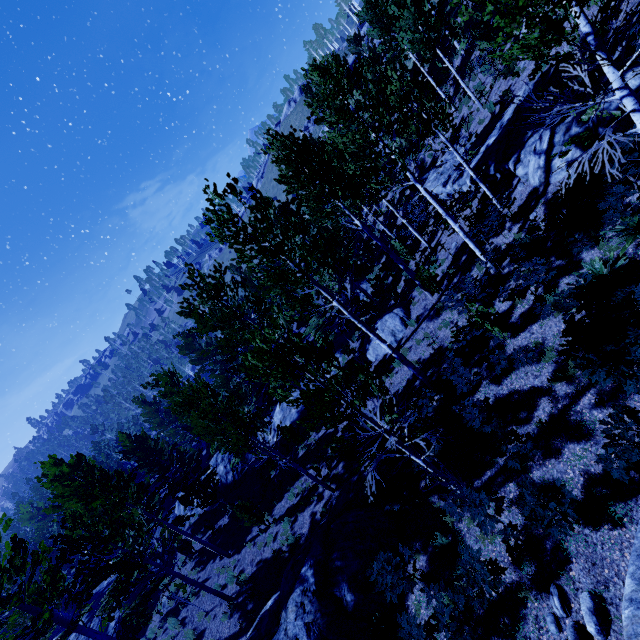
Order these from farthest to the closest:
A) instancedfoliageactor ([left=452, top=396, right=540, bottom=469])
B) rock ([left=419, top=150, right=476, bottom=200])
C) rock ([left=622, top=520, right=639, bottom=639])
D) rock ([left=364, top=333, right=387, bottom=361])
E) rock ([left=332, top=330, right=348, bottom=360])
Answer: rock ([left=332, top=330, right=348, bottom=360]), rock ([left=364, top=333, right=387, bottom=361]), rock ([left=419, top=150, right=476, bottom=200]), instancedfoliageactor ([left=452, top=396, right=540, bottom=469]), rock ([left=622, top=520, right=639, bottom=639])

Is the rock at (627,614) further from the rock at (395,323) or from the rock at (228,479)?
the rock at (228,479)

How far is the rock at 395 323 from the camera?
16.4 meters

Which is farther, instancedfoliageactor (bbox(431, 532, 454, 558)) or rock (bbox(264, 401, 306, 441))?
rock (bbox(264, 401, 306, 441))

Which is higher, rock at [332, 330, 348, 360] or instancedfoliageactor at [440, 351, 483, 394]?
instancedfoliageactor at [440, 351, 483, 394]

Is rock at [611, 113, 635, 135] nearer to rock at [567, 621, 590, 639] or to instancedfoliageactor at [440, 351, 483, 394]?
instancedfoliageactor at [440, 351, 483, 394]

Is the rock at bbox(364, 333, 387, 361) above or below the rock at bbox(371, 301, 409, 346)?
below

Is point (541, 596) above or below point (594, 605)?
below
